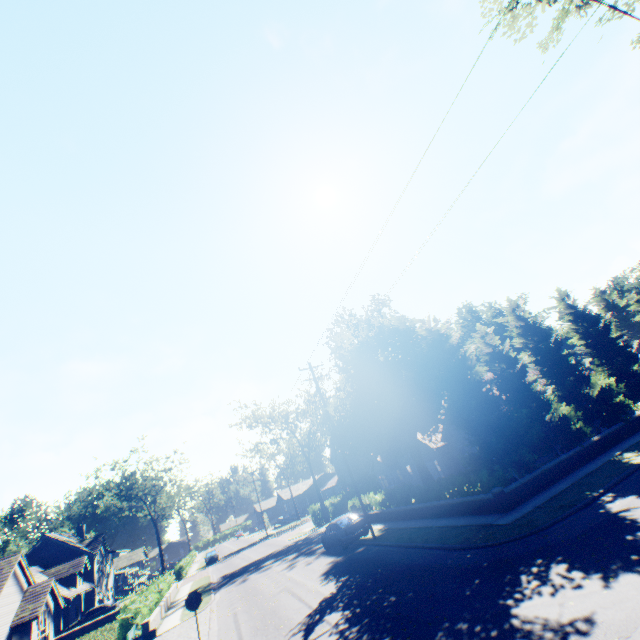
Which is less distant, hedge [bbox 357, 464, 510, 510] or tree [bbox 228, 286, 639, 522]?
hedge [bbox 357, 464, 510, 510]

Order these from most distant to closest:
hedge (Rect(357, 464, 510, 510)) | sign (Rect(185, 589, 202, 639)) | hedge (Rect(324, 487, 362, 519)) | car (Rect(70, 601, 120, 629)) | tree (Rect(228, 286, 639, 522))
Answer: car (Rect(70, 601, 120, 629)) < hedge (Rect(324, 487, 362, 519)) < tree (Rect(228, 286, 639, 522)) < hedge (Rect(357, 464, 510, 510)) < sign (Rect(185, 589, 202, 639))

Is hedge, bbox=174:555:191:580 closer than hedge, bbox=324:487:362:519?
No

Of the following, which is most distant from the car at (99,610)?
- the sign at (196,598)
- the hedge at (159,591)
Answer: the sign at (196,598)

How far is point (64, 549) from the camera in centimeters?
4166cm

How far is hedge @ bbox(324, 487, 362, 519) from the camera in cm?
2923

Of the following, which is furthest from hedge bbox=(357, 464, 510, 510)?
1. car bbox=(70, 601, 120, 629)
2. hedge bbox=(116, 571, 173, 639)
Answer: car bbox=(70, 601, 120, 629)

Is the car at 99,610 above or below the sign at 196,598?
below
